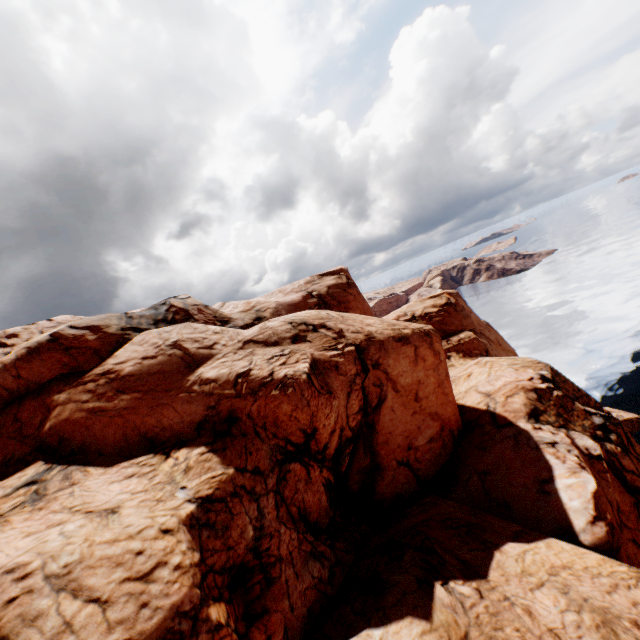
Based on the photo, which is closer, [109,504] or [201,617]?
[201,617]
